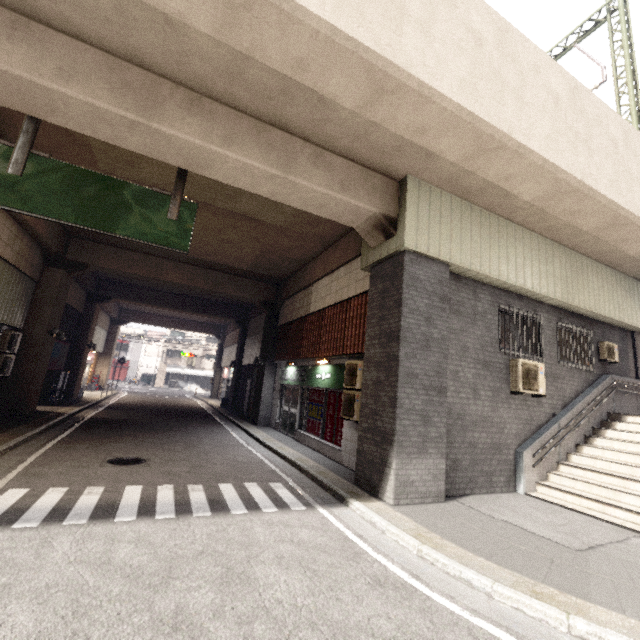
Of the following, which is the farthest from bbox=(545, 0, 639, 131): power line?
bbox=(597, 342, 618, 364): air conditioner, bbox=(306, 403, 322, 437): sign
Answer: bbox=(306, 403, 322, 437): sign

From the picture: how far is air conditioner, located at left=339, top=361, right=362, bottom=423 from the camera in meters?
8.2 m

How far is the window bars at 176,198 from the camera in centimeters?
625cm

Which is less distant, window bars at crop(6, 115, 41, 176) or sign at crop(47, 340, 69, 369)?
window bars at crop(6, 115, 41, 176)

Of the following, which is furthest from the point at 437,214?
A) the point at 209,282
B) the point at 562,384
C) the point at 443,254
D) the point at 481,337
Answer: the point at 209,282

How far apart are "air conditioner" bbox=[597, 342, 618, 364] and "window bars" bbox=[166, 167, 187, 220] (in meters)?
12.99

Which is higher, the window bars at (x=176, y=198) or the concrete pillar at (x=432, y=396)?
the window bars at (x=176, y=198)

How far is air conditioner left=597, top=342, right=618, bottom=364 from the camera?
10.3 meters
